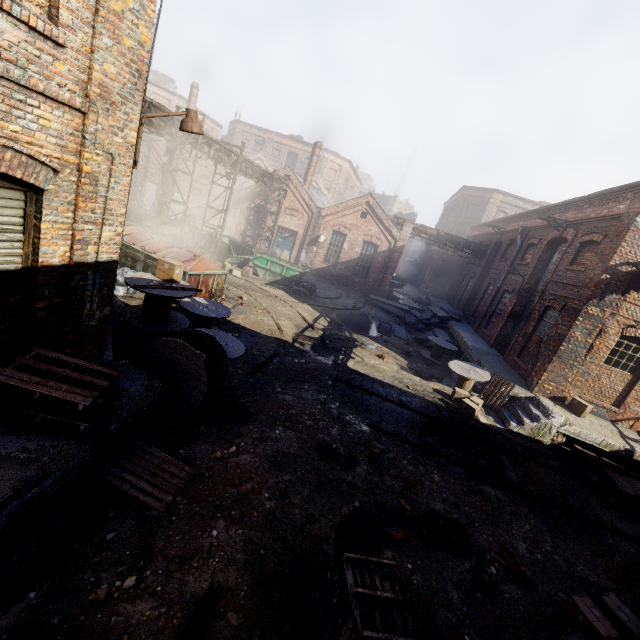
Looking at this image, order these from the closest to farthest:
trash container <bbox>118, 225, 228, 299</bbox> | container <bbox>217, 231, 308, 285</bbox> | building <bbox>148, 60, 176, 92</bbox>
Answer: trash container <bbox>118, 225, 228, 299</bbox> < container <bbox>217, 231, 308, 285</bbox> < building <bbox>148, 60, 176, 92</bbox>

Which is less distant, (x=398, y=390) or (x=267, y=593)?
(x=267, y=593)

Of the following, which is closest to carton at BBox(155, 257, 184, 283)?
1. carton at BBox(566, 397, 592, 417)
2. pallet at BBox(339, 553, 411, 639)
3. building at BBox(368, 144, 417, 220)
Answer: pallet at BBox(339, 553, 411, 639)

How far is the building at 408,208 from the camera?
52.84m

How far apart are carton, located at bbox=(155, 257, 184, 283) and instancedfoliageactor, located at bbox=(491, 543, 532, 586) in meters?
8.7

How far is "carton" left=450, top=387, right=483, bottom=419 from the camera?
10.67m

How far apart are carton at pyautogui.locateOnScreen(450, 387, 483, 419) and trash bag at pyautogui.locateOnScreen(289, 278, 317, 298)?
10.2 meters

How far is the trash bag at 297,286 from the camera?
19.2m
